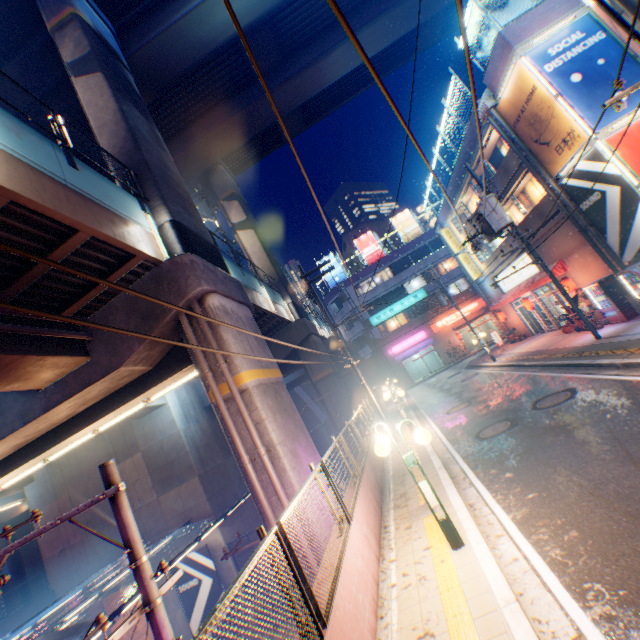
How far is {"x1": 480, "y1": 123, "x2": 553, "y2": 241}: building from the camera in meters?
16.2 m

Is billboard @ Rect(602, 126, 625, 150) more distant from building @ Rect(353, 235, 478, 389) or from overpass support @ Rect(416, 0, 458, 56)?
overpass support @ Rect(416, 0, 458, 56)

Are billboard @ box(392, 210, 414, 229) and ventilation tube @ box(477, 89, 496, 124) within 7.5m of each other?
no

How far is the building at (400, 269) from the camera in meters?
39.2

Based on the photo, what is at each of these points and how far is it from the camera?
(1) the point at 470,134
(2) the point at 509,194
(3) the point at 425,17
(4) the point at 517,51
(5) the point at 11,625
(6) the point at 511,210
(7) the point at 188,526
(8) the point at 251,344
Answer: (1) concrete block, 18.4m
(2) building, 18.3m
(3) overpass support, 24.0m
(4) building, 12.8m
(5) concrete block, 17.8m
(6) window glass, 20.4m
(7) canopy, 17.6m
(8) overpass support, 10.9m

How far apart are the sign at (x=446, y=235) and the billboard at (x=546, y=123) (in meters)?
13.15

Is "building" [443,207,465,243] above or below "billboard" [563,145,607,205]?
above

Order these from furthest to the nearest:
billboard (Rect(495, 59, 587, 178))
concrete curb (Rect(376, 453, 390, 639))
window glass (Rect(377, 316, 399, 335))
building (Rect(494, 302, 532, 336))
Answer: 1. window glass (Rect(377, 316, 399, 335))
2. building (Rect(494, 302, 532, 336))
3. billboard (Rect(495, 59, 587, 178))
4. concrete curb (Rect(376, 453, 390, 639))
